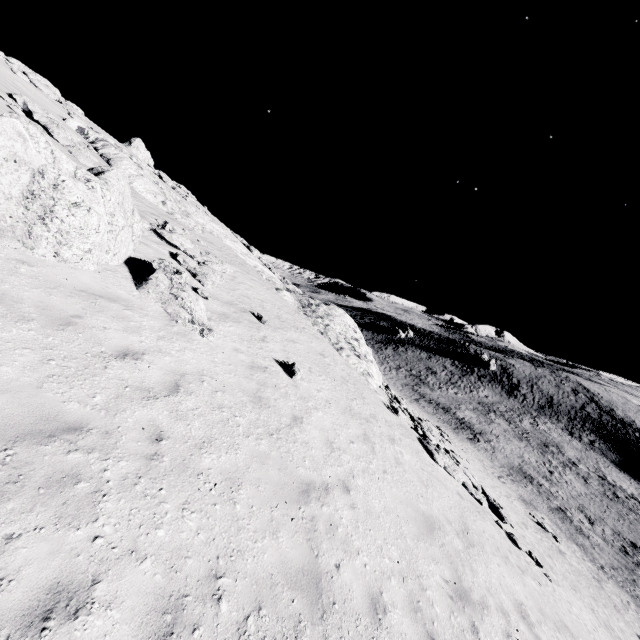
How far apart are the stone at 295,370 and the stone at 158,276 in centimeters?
270cm

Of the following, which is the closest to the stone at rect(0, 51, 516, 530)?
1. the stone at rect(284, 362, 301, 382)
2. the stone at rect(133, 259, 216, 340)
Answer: the stone at rect(133, 259, 216, 340)

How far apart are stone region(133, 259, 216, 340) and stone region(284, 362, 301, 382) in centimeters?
270cm

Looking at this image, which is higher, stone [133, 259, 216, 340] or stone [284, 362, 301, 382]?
stone [133, 259, 216, 340]

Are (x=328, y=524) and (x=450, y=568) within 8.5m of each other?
yes

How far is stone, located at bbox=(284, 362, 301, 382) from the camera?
10.5 meters

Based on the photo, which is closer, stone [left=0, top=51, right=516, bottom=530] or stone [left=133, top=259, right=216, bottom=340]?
stone [left=0, top=51, right=516, bottom=530]

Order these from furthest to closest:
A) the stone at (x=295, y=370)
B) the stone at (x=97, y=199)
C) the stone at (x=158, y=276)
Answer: the stone at (x=295, y=370) < the stone at (x=158, y=276) < the stone at (x=97, y=199)
